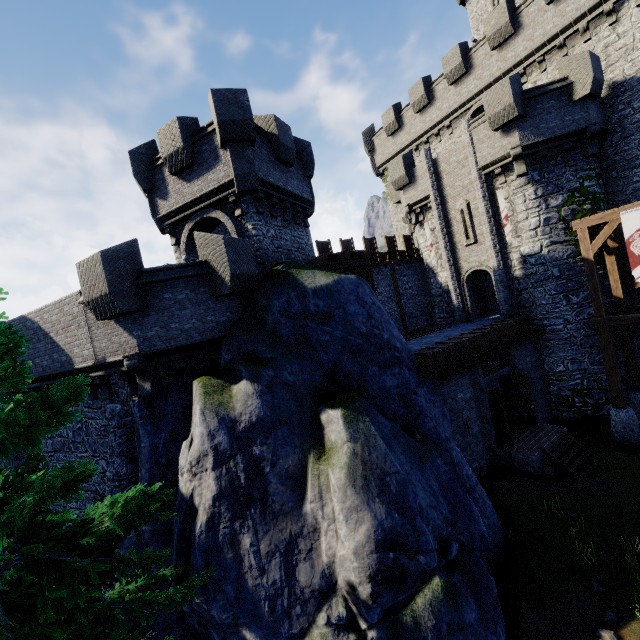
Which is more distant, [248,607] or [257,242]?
[257,242]

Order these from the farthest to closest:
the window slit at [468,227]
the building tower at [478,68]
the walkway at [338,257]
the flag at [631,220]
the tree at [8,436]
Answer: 1. the window slit at [468,227]
2. the building tower at [478,68]
3. the walkway at [338,257]
4. the flag at [631,220]
5. the tree at [8,436]

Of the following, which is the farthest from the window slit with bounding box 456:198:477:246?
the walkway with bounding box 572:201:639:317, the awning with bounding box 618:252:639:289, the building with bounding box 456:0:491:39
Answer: the building with bounding box 456:0:491:39

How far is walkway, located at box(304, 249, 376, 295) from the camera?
14.9m

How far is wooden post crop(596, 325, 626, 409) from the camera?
13.66m

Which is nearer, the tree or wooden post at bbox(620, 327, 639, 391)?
the tree

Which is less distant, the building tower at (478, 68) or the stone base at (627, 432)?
the stone base at (627, 432)

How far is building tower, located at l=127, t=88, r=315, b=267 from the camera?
12.3 meters
